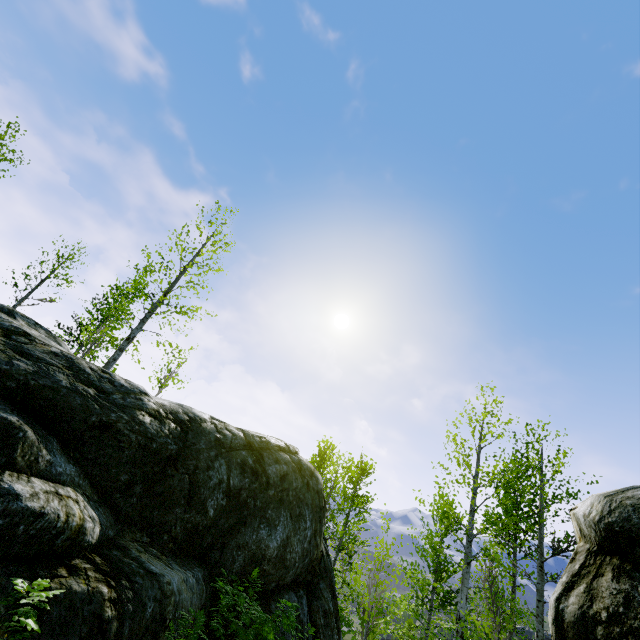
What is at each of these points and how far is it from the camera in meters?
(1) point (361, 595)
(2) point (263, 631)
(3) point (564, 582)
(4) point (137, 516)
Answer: (1) instancedfoliageactor, 7.7 m
(2) instancedfoliageactor, 5.4 m
(3) rock, 3.1 m
(4) rock, 5.9 m

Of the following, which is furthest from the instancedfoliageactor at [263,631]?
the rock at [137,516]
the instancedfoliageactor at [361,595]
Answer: the instancedfoliageactor at [361,595]

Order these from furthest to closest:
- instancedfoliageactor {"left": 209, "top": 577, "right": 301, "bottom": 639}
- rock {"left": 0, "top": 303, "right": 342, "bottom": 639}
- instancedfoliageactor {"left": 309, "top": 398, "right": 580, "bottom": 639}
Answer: instancedfoliageactor {"left": 309, "top": 398, "right": 580, "bottom": 639} → instancedfoliageactor {"left": 209, "top": 577, "right": 301, "bottom": 639} → rock {"left": 0, "top": 303, "right": 342, "bottom": 639}

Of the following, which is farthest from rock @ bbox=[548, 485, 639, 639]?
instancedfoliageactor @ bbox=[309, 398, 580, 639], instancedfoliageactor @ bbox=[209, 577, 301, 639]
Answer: instancedfoliageactor @ bbox=[309, 398, 580, 639]

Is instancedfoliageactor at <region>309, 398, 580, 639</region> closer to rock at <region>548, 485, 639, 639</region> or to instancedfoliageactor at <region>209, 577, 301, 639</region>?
rock at <region>548, 485, 639, 639</region>

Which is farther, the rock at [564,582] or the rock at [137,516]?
the rock at [137,516]
